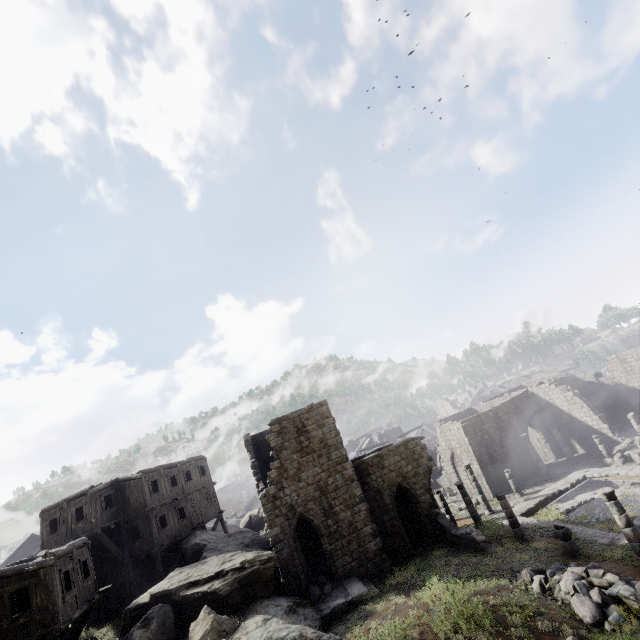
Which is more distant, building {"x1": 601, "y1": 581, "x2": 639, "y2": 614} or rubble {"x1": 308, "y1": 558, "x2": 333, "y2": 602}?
rubble {"x1": 308, "y1": 558, "x2": 333, "y2": 602}

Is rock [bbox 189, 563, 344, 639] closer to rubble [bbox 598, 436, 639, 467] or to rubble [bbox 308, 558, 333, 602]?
rubble [bbox 308, 558, 333, 602]

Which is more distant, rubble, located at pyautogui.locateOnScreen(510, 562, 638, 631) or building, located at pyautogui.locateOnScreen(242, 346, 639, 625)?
building, located at pyautogui.locateOnScreen(242, 346, 639, 625)

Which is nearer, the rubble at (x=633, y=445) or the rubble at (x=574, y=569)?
the rubble at (x=574, y=569)

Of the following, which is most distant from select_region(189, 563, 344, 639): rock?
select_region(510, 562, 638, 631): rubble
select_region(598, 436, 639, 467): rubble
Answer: select_region(598, 436, 639, 467): rubble

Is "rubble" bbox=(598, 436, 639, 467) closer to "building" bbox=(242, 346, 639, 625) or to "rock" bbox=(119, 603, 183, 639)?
"building" bbox=(242, 346, 639, 625)

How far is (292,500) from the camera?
19.30m

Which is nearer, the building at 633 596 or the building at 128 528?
the building at 633 596
